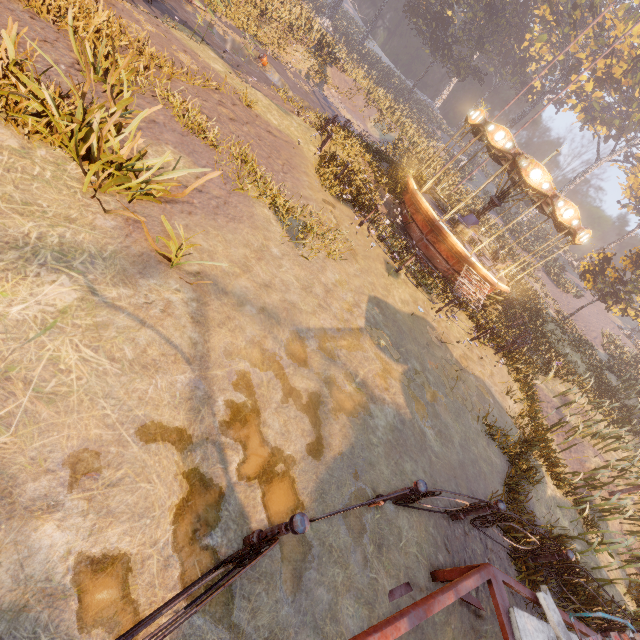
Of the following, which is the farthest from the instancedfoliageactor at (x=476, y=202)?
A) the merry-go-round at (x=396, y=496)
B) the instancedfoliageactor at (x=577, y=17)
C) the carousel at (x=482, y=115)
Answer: the merry-go-round at (x=396, y=496)

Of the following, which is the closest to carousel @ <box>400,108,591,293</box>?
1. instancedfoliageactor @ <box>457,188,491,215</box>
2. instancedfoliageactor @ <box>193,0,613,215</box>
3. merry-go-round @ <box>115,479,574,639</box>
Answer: instancedfoliageactor @ <box>193,0,613,215</box>

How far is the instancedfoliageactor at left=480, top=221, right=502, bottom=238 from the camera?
24.64m

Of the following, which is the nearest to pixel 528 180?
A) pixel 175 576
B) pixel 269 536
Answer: pixel 269 536

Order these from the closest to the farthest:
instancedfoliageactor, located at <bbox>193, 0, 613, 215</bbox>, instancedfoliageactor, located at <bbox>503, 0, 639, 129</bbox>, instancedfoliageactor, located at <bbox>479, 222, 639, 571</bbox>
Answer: instancedfoliageactor, located at <bbox>479, 222, 639, 571</bbox>, instancedfoliageactor, located at <bbox>193, 0, 613, 215</bbox>, instancedfoliageactor, located at <bbox>503, 0, 639, 129</bbox>

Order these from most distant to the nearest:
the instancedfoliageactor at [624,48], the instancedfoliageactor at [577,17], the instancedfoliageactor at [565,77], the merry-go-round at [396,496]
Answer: the instancedfoliageactor at [624,48], the instancedfoliageactor at [565,77], the instancedfoliageactor at [577,17], the merry-go-round at [396,496]

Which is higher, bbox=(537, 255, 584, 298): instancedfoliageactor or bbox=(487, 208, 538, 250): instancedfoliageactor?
bbox=(487, 208, 538, 250): instancedfoliageactor
